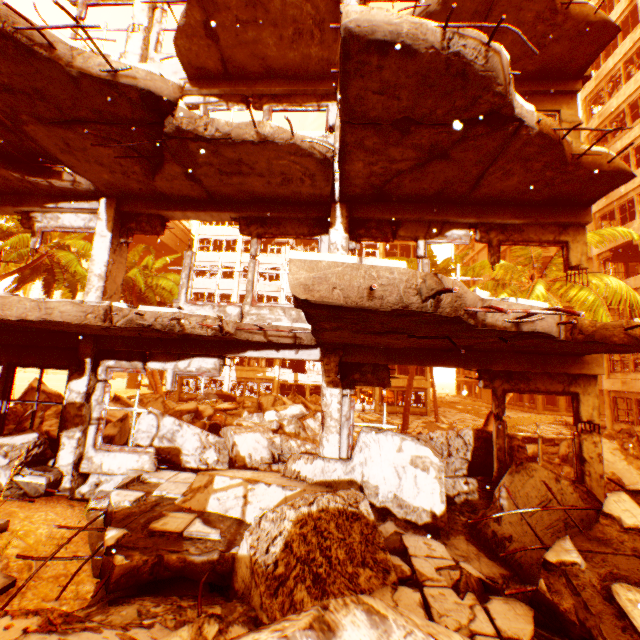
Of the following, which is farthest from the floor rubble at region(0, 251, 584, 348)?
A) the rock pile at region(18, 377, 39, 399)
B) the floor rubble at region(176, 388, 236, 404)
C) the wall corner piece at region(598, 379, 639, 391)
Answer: the wall corner piece at region(598, 379, 639, 391)

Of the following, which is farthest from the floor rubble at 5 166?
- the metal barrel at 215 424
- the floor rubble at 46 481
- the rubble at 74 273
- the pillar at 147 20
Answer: the metal barrel at 215 424

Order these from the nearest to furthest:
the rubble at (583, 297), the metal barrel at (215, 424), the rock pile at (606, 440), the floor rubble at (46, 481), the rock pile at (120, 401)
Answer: the floor rubble at (46, 481)
the rubble at (583, 297)
the rock pile at (606, 440)
the rock pile at (120, 401)
the metal barrel at (215, 424)

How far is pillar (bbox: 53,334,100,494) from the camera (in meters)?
6.11

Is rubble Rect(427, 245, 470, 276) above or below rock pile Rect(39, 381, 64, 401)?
above

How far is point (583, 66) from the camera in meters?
6.5

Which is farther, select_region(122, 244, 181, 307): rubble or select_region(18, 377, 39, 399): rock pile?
A: select_region(122, 244, 181, 307): rubble
